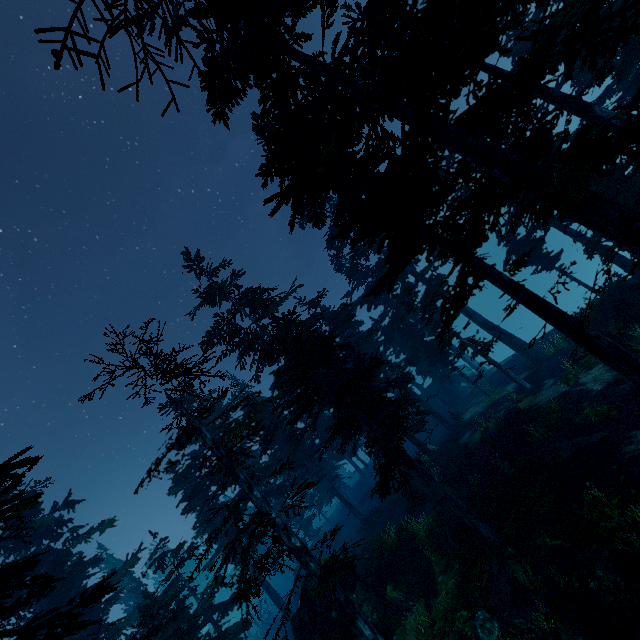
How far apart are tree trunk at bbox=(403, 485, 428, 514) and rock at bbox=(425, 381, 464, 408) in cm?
1756

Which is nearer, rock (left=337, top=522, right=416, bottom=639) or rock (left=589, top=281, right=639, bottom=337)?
rock (left=337, top=522, right=416, bottom=639)

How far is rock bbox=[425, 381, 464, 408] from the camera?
38.3 meters

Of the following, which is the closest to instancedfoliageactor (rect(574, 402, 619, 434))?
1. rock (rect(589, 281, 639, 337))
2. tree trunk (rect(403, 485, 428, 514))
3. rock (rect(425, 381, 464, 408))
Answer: rock (rect(425, 381, 464, 408))

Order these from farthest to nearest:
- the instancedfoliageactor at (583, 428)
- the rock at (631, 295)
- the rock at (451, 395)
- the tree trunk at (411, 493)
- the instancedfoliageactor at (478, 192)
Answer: the rock at (451, 395) → the tree trunk at (411, 493) → the rock at (631, 295) → the instancedfoliageactor at (583, 428) → the instancedfoliageactor at (478, 192)

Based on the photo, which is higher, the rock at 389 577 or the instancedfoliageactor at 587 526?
the rock at 389 577

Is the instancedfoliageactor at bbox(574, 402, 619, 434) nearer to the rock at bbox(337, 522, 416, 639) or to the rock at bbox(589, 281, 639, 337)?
the rock at bbox(337, 522, 416, 639)

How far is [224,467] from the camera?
13.3 meters
